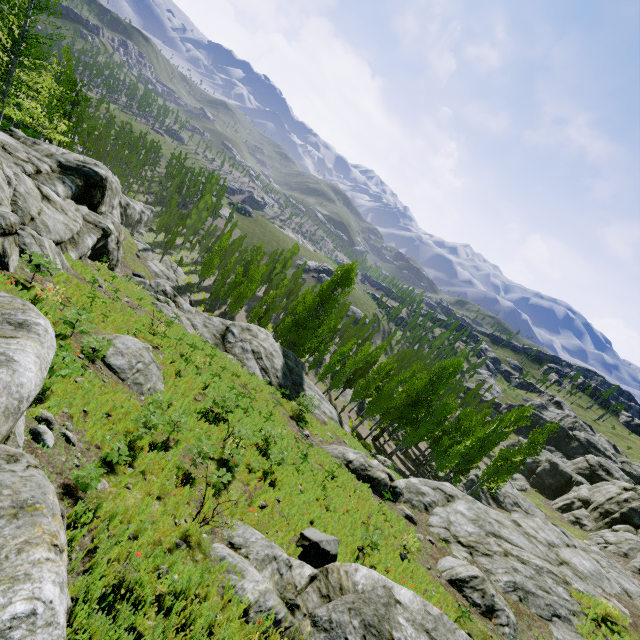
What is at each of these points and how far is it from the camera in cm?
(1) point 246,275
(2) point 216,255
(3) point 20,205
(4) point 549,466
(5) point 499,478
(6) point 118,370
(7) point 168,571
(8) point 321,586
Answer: (1) instancedfoliageactor, 5928
(2) instancedfoliageactor, 4709
(3) rock, 1441
(4) rock, 5747
(5) instancedfoliageactor, 3152
(6) rock, 1086
(7) rock, 586
(8) rock, 704

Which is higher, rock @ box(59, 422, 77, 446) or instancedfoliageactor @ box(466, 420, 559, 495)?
rock @ box(59, 422, 77, 446)

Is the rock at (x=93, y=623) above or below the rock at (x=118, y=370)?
above

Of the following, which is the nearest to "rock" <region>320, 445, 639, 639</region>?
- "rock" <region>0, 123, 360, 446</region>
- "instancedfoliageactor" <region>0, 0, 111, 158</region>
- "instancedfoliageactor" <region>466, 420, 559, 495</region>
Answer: Answer: "rock" <region>0, 123, 360, 446</region>

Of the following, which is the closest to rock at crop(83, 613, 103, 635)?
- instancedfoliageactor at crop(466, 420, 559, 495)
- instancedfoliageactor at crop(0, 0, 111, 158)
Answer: → instancedfoliageactor at crop(0, 0, 111, 158)

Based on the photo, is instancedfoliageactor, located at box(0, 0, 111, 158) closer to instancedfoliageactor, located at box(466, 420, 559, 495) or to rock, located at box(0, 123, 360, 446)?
rock, located at box(0, 123, 360, 446)

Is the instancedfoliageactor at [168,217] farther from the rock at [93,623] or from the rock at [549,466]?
the rock at [549,466]

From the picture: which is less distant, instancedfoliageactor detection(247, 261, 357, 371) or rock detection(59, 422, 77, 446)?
rock detection(59, 422, 77, 446)
